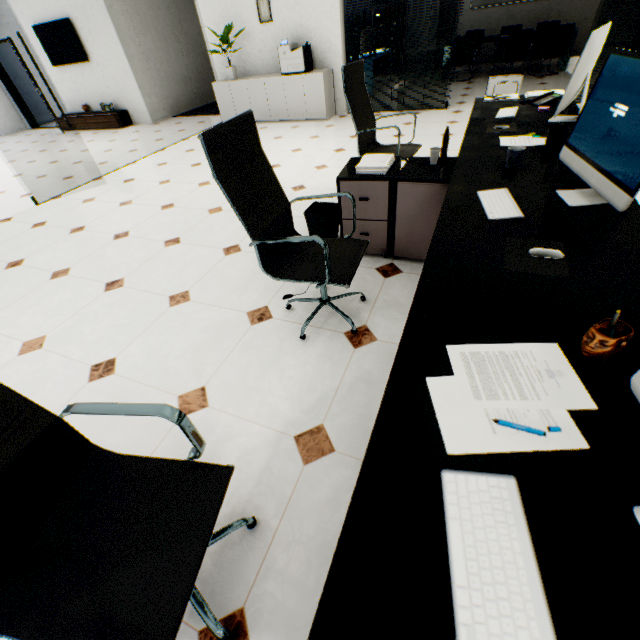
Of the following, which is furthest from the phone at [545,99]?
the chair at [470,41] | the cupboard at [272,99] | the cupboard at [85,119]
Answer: the cupboard at [85,119]

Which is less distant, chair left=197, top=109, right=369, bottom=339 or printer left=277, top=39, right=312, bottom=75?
chair left=197, top=109, right=369, bottom=339

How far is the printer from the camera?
6.0m

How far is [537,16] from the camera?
8.8 meters

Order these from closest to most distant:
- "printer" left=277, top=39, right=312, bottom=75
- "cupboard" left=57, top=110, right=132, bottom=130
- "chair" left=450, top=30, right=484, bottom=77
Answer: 1. "printer" left=277, top=39, right=312, bottom=75
2. "chair" left=450, top=30, right=484, bottom=77
3. "cupboard" left=57, top=110, right=132, bottom=130

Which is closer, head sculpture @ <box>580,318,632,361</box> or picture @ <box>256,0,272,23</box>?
head sculpture @ <box>580,318,632,361</box>

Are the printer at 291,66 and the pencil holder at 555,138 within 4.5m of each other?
no

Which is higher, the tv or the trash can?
the tv
